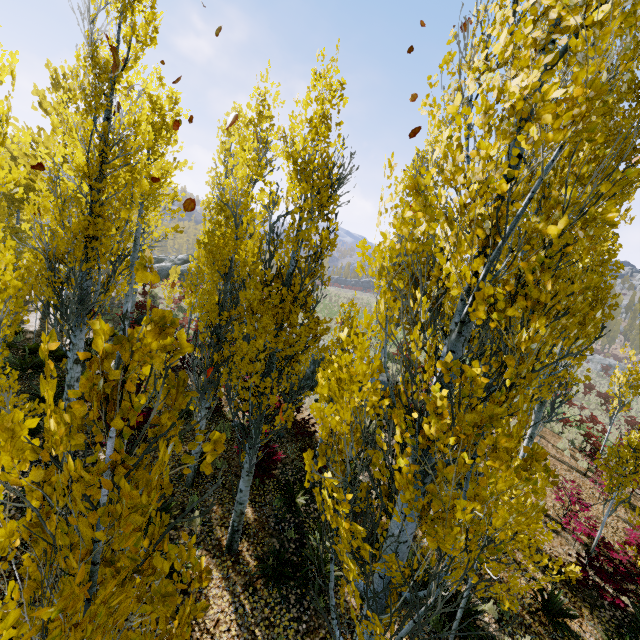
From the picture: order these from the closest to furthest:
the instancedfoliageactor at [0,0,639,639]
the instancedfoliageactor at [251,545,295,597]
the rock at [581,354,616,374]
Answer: the instancedfoliageactor at [0,0,639,639], the instancedfoliageactor at [251,545,295,597], the rock at [581,354,616,374]

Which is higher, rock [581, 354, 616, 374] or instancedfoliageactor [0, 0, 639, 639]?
instancedfoliageactor [0, 0, 639, 639]

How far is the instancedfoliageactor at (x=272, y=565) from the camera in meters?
5.9

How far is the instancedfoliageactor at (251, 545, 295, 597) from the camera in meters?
5.9 m

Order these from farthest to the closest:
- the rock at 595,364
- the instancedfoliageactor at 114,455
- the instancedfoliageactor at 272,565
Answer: the rock at 595,364 → the instancedfoliageactor at 272,565 → the instancedfoliageactor at 114,455

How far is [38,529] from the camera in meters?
1.5 m

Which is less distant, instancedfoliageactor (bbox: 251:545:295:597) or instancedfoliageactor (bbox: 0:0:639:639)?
instancedfoliageactor (bbox: 0:0:639:639)
